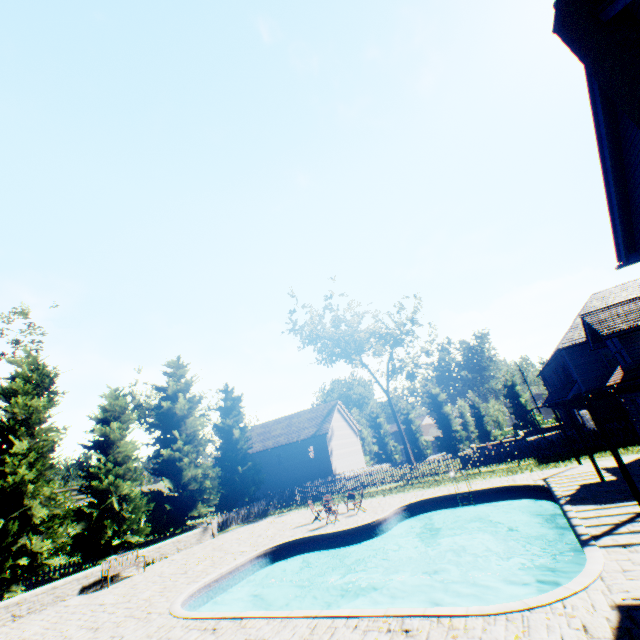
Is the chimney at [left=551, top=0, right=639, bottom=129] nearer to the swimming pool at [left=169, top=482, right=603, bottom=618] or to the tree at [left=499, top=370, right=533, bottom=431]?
the swimming pool at [left=169, top=482, right=603, bottom=618]

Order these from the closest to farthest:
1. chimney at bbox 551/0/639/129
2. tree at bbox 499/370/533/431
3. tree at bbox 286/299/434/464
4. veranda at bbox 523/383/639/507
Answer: chimney at bbox 551/0/639/129, veranda at bbox 523/383/639/507, tree at bbox 286/299/434/464, tree at bbox 499/370/533/431

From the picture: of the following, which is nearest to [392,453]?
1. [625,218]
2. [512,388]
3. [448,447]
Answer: [448,447]

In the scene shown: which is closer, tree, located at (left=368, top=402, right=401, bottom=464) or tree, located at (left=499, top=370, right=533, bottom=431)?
tree, located at (left=499, top=370, right=533, bottom=431)

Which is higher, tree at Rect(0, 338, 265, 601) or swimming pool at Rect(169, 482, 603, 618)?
tree at Rect(0, 338, 265, 601)

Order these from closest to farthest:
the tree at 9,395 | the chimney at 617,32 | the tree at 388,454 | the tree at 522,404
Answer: the chimney at 617,32 → the tree at 9,395 → the tree at 522,404 → the tree at 388,454

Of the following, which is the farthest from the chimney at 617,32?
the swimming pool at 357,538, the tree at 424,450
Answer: the tree at 424,450
